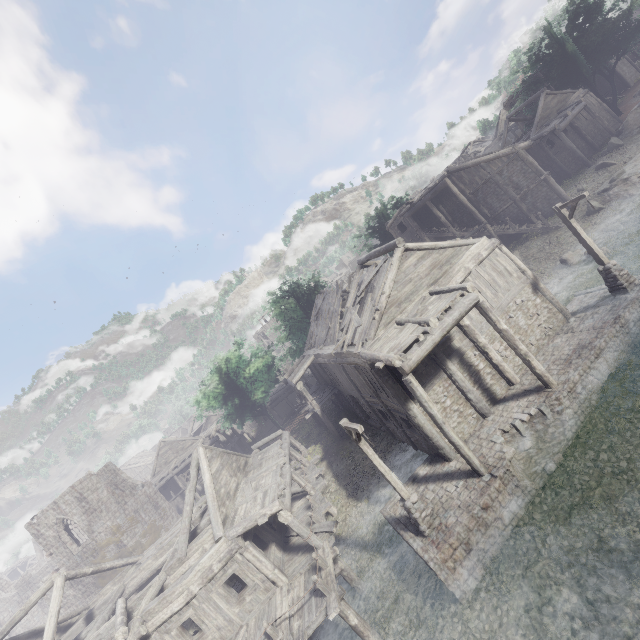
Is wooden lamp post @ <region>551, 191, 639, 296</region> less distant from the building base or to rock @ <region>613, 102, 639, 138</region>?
the building base

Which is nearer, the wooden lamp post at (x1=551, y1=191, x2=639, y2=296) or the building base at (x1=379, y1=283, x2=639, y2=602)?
the building base at (x1=379, y1=283, x2=639, y2=602)

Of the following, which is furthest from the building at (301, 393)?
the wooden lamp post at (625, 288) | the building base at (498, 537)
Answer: the wooden lamp post at (625, 288)

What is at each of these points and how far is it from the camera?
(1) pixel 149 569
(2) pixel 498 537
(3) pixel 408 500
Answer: (1) building, 18.6 meters
(2) building base, 10.7 meters
(3) wooden lamp post, 11.3 meters

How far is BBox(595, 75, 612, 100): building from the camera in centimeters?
4233cm

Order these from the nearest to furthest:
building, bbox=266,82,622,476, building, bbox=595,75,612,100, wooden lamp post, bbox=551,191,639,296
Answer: building, bbox=266,82,622,476 → wooden lamp post, bbox=551,191,639,296 → building, bbox=595,75,612,100

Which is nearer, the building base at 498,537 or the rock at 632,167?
the building base at 498,537

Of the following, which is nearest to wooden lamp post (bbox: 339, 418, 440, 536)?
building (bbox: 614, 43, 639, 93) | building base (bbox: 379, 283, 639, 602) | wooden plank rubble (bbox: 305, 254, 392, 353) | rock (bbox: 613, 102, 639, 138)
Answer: building base (bbox: 379, 283, 639, 602)
